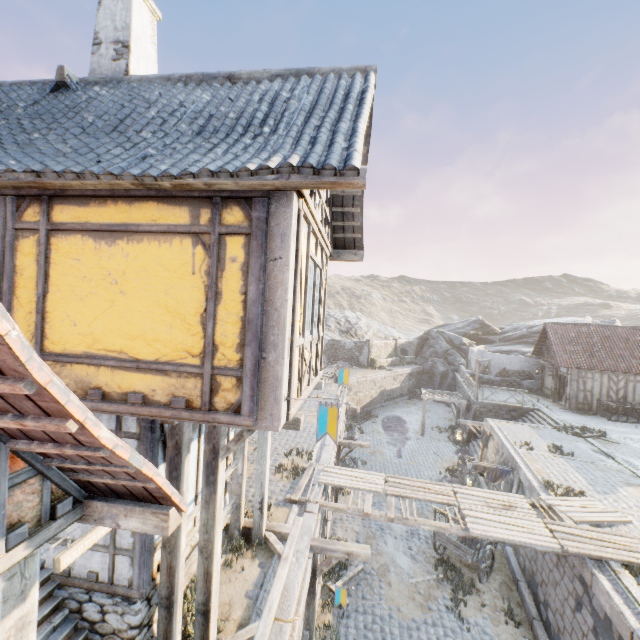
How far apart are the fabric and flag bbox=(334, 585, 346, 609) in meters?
8.0

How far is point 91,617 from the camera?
4.8m

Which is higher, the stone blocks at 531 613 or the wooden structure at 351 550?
the wooden structure at 351 550

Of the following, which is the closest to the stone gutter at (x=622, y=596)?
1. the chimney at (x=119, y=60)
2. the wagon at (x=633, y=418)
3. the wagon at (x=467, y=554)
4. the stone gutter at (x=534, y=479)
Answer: the stone gutter at (x=534, y=479)

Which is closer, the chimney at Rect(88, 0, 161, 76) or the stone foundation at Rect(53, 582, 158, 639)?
the stone foundation at Rect(53, 582, 158, 639)

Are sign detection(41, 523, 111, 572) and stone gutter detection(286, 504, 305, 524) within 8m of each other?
yes

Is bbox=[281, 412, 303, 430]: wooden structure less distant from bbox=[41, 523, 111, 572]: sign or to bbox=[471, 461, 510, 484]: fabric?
bbox=[41, 523, 111, 572]: sign

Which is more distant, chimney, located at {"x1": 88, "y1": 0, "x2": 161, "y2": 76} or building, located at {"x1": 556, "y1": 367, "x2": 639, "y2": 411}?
building, located at {"x1": 556, "y1": 367, "x2": 639, "y2": 411}
